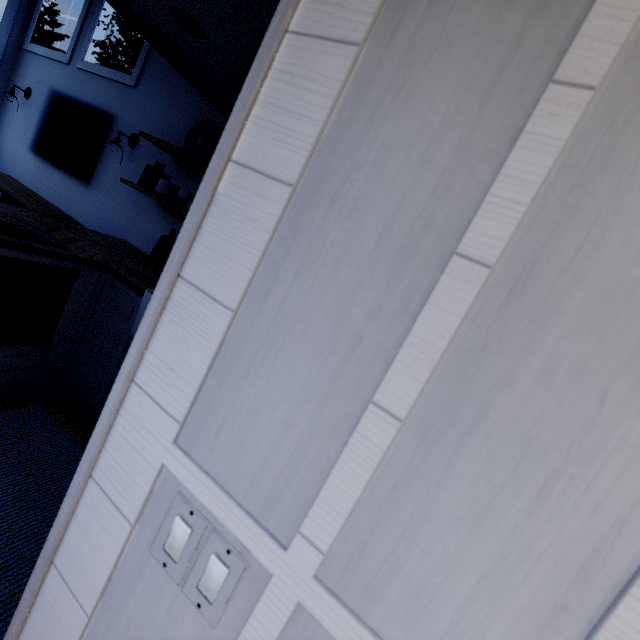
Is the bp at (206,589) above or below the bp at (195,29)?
below

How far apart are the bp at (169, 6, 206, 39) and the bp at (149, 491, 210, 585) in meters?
2.4 m

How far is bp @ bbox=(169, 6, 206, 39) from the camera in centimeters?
176cm

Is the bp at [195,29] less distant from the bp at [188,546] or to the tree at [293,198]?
the tree at [293,198]

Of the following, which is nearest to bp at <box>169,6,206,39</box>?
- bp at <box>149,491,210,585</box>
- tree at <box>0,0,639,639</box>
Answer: tree at <box>0,0,639,639</box>

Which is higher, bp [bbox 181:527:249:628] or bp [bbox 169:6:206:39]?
bp [bbox 169:6:206:39]

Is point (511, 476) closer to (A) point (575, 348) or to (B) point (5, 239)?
(A) point (575, 348)
